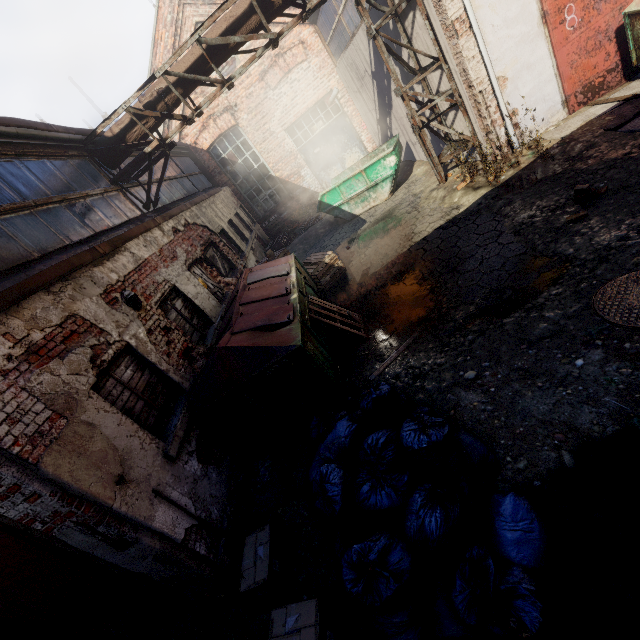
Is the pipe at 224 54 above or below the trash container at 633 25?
above

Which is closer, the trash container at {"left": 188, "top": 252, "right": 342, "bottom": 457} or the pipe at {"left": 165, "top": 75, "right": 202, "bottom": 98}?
the trash container at {"left": 188, "top": 252, "right": 342, "bottom": 457}

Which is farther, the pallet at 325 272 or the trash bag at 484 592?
the pallet at 325 272

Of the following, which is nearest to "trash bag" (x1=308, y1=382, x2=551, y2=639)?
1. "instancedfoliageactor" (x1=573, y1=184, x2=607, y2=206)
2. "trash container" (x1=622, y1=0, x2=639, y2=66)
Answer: "instancedfoliageactor" (x1=573, y1=184, x2=607, y2=206)

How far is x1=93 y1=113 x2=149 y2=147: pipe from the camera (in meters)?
7.43

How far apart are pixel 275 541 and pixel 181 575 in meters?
1.0

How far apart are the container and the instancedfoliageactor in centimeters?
651cm

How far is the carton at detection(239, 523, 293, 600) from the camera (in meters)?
3.17
